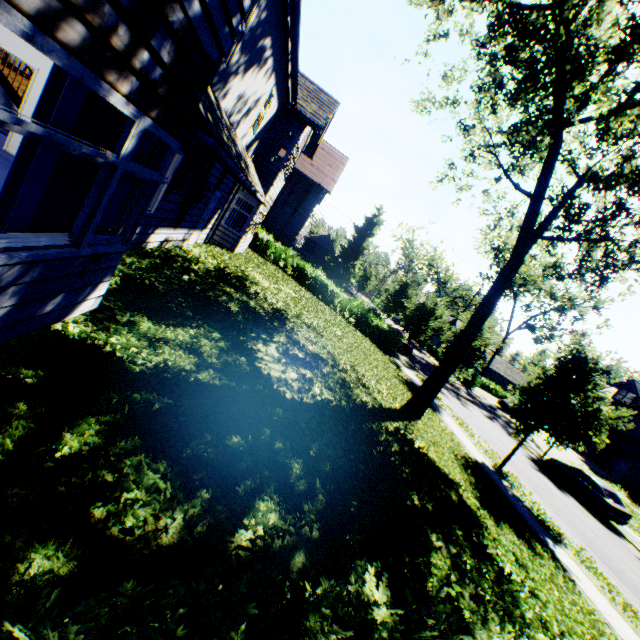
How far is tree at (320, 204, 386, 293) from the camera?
48.8 meters

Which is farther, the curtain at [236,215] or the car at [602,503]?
the car at [602,503]

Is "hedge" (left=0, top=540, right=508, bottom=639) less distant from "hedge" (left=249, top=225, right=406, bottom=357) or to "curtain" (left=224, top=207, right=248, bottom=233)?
"curtain" (left=224, top=207, right=248, bottom=233)

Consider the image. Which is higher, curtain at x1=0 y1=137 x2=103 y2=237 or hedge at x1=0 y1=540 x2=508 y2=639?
curtain at x1=0 y1=137 x2=103 y2=237

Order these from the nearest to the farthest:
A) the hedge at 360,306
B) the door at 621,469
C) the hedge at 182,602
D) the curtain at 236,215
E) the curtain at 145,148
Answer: the hedge at 182,602
the curtain at 145,148
the curtain at 236,215
the hedge at 360,306
the door at 621,469

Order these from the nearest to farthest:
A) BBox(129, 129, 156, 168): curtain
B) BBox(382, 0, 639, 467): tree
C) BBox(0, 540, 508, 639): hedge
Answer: BBox(0, 540, 508, 639): hedge, BBox(129, 129, 156, 168): curtain, BBox(382, 0, 639, 467): tree

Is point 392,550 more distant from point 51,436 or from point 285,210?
point 285,210

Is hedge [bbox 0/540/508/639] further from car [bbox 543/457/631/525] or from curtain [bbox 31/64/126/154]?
car [bbox 543/457/631/525]
